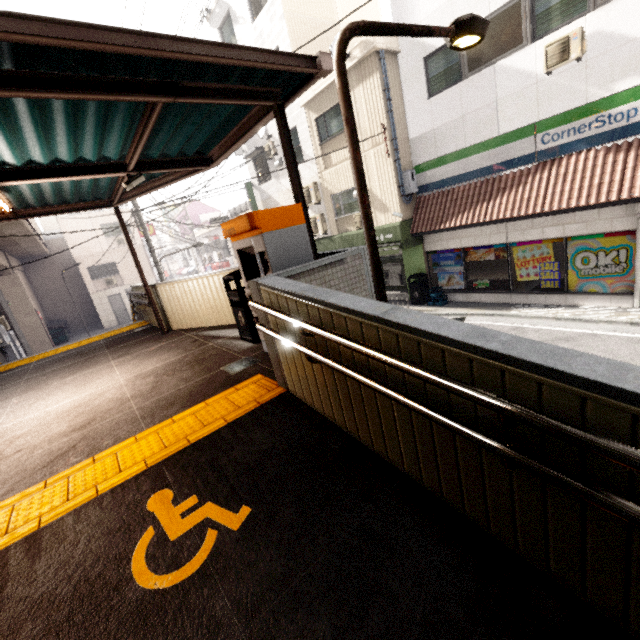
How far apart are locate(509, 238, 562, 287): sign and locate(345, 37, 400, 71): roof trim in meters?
7.2

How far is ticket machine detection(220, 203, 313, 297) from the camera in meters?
3.7 m

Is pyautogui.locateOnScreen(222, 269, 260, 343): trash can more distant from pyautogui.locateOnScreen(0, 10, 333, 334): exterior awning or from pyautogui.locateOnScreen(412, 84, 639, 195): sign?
pyautogui.locateOnScreen(412, 84, 639, 195): sign

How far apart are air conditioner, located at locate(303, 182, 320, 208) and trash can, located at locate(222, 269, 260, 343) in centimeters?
968cm

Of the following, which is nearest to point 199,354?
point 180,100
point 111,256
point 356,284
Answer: point 356,284

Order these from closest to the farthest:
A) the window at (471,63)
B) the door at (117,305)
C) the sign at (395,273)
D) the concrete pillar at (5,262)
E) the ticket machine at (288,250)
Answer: the ticket machine at (288,250) → the window at (471,63) → the sign at (395,273) → the concrete pillar at (5,262) → the door at (117,305)

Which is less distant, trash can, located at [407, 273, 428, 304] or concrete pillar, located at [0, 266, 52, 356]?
trash can, located at [407, 273, 428, 304]

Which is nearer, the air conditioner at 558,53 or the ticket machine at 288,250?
the ticket machine at 288,250
